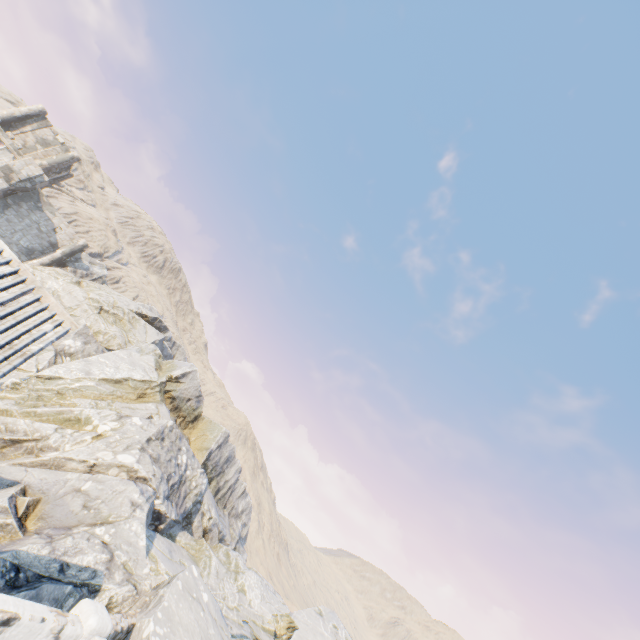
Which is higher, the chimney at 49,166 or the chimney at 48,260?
the chimney at 49,166

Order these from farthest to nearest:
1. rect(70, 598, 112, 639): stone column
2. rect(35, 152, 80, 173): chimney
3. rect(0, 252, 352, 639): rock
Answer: rect(35, 152, 80, 173): chimney → rect(0, 252, 352, 639): rock → rect(70, 598, 112, 639): stone column

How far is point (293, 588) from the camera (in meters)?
59.94

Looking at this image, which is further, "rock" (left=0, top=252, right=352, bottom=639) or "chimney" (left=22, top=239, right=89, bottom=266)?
"chimney" (left=22, top=239, right=89, bottom=266)

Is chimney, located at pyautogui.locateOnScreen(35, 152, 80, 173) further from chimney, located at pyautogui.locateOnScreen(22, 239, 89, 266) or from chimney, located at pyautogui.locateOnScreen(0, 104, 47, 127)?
chimney, located at pyautogui.locateOnScreen(22, 239, 89, 266)

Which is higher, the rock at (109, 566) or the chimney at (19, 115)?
the chimney at (19, 115)

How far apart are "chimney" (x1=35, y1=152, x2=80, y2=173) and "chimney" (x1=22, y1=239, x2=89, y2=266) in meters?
7.3 m

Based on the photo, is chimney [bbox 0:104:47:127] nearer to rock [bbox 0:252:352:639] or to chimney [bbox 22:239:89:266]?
rock [bbox 0:252:352:639]
